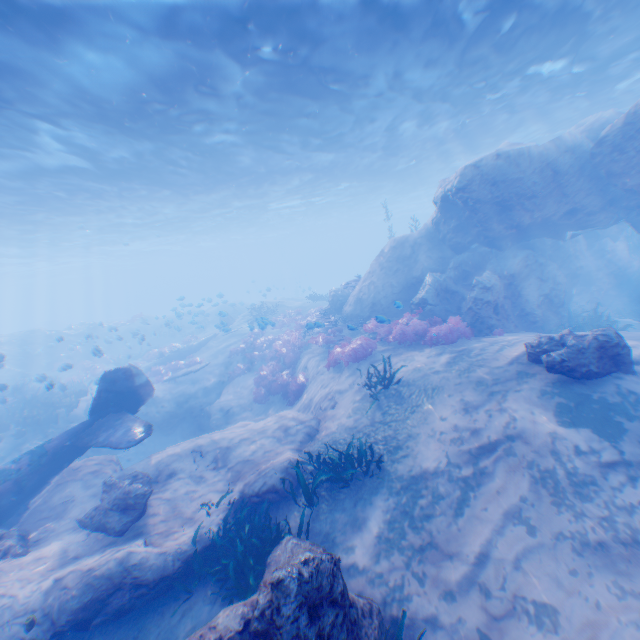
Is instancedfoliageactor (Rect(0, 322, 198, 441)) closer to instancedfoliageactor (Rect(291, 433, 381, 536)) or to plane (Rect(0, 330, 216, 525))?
plane (Rect(0, 330, 216, 525))

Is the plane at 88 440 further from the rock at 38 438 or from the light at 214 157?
the light at 214 157

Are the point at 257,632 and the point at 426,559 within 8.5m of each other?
yes

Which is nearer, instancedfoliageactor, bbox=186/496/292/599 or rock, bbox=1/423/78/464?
instancedfoliageactor, bbox=186/496/292/599

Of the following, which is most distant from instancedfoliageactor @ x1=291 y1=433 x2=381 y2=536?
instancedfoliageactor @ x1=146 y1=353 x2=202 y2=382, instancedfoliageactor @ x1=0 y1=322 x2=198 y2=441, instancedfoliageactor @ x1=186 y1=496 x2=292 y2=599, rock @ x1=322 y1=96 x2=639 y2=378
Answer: instancedfoliageactor @ x1=146 y1=353 x2=202 y2=382

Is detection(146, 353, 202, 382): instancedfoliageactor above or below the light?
below

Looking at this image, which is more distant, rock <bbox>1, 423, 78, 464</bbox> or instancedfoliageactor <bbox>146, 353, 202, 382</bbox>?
instancedfoliageactor <bbox>146, 353, 202, 382</bbox>
